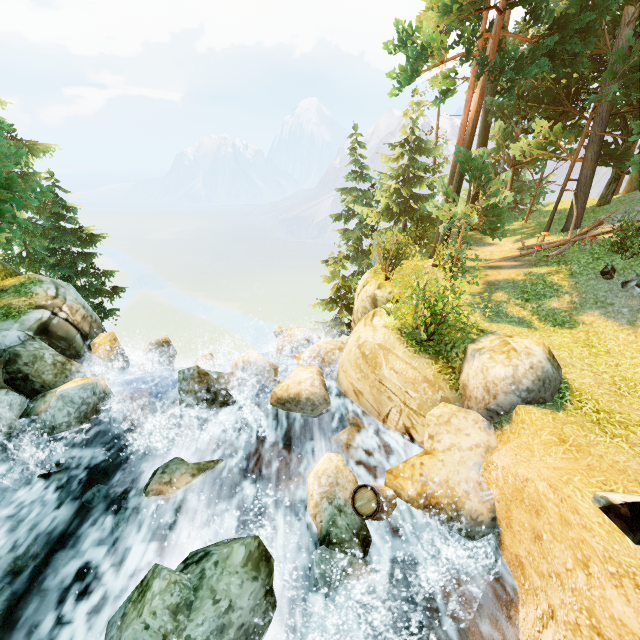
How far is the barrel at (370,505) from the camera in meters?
6.3 m

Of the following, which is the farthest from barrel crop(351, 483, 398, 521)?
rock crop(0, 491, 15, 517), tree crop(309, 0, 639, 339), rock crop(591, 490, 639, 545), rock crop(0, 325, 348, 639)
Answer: tree crop(309, 0, 639, 339)

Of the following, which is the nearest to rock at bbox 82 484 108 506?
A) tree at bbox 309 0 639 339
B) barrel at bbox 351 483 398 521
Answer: barrel at bbox 351 483 398 521

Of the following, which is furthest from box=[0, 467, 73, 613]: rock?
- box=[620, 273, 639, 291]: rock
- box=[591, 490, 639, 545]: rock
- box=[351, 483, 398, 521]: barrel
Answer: box=[620, 273, 639, 291]: rock

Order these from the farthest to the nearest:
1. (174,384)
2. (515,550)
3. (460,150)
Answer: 1. (174,384)
2. (460,150)
3. (515,550)

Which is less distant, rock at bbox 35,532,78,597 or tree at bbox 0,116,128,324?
rock at bbox 35,532,78,597

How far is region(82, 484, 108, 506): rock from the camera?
7.8 meters

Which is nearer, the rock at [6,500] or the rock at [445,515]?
the rock at [445,515]
